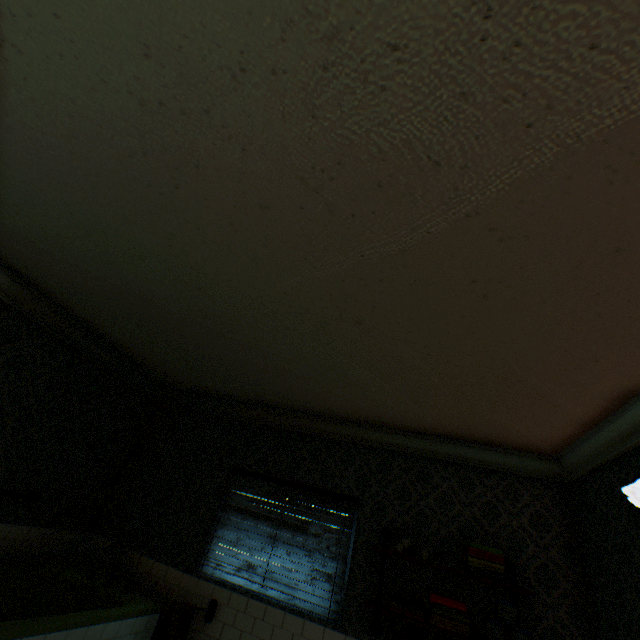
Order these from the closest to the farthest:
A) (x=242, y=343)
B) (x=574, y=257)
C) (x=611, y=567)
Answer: (x=574, y=257) < (x=611, y=567) < (x=242, y=343)

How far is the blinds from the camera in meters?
3.4

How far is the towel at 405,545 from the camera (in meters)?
3.05

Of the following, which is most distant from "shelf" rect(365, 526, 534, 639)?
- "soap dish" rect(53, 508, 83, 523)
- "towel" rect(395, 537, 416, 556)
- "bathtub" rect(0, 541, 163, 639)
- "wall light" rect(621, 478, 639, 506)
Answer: "soap dish" rect(53, 508, 83, 523)

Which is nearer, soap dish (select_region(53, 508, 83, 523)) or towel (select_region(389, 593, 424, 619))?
towel (select_region(389, 593, 424, 619))

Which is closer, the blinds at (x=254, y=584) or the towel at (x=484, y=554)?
the towel at (x=484, y=554)

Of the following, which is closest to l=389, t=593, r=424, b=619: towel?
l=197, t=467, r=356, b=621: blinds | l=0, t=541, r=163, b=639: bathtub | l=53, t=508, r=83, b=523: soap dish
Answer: l=197, t=467, r=356, b=621: blinds

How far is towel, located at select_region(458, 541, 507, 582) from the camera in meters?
2.9
